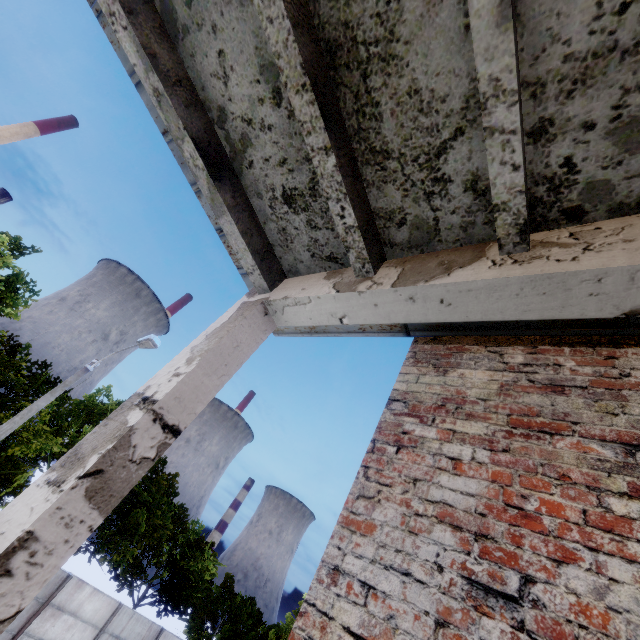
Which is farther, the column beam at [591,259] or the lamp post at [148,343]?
the lamp post at [148,343]

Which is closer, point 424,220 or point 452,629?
point 452,629

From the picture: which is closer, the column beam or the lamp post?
the column beam
